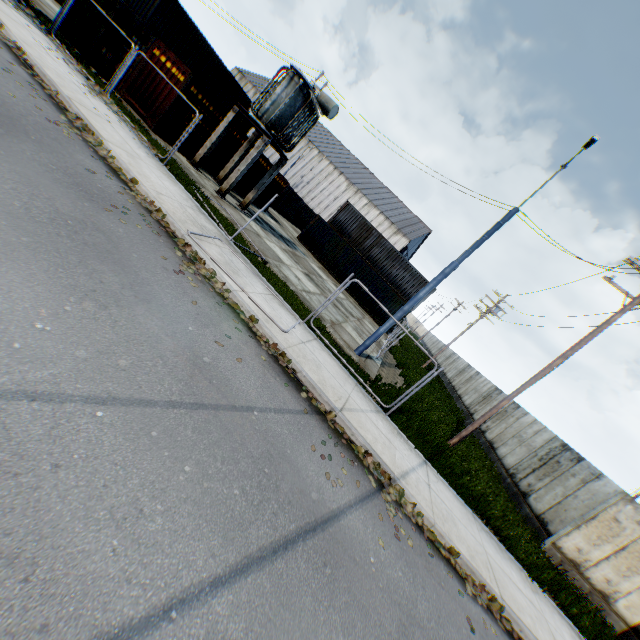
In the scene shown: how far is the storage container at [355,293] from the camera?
28.5 meters

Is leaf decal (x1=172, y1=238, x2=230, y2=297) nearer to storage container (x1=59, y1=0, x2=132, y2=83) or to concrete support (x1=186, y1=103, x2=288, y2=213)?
concrete support (x1=186, y1=103, x2=288, y2=213)

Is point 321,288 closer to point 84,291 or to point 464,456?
point 464,456

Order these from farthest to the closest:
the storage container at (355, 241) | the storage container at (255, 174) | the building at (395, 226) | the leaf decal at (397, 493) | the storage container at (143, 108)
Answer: the building at (395, 226) < the storage container at (355, 241) < the storage container at (255, 174) < the storage container at (143, 108) < the leaf decal at (397, 493)

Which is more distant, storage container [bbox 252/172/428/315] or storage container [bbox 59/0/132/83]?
storage container [bbox 252/172/428/315]

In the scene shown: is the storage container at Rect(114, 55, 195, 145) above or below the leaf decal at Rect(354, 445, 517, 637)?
above

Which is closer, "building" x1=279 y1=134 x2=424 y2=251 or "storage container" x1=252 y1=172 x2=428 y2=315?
"storage container" x1=252 y1=172 x2=428 y2=315

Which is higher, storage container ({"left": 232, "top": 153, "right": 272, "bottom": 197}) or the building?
the building
